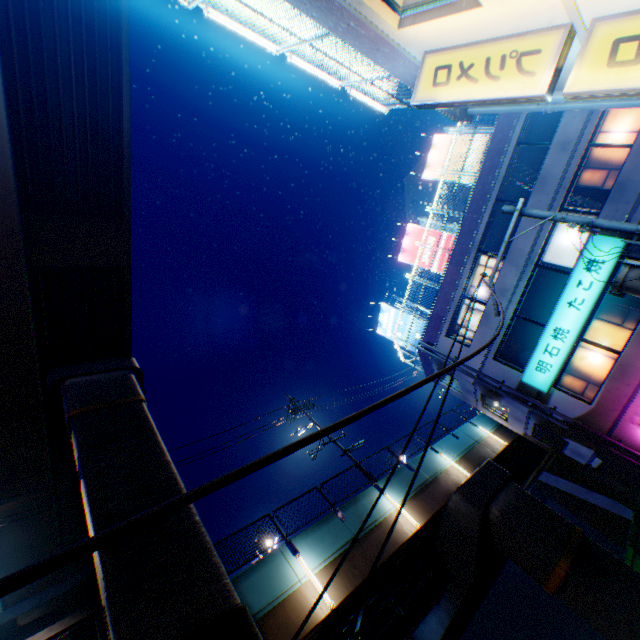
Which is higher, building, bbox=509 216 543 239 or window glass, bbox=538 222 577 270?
building, bbox=509 216 543 239

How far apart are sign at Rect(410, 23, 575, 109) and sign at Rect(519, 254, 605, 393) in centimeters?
1225cm

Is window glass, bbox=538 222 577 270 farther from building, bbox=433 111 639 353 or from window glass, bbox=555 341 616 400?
window glass, bbox=555 341 616 400

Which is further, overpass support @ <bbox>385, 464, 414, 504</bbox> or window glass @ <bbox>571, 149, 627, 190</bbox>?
overpass support @ <bbox>385, 464, 414, 504</bbox>

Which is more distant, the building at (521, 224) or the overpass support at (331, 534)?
the building at (521, 224)

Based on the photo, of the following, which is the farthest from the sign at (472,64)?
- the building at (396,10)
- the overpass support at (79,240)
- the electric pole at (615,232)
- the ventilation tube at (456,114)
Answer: the overpass support at (79,240)

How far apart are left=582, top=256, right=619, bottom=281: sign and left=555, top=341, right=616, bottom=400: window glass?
0.5m

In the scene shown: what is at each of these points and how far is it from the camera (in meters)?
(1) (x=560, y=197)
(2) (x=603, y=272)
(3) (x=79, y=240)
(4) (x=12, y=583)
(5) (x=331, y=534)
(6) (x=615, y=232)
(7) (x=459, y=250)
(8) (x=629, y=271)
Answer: (1) building, 15.09
(2) sign, 14.12
(3) overpass support, 15.56
(4) power line, 0.73
(5) overpass support, 12.55
(6) electric pole, 6.94
(7) concrete block, 18.88
(8) electric pole, 6.47
